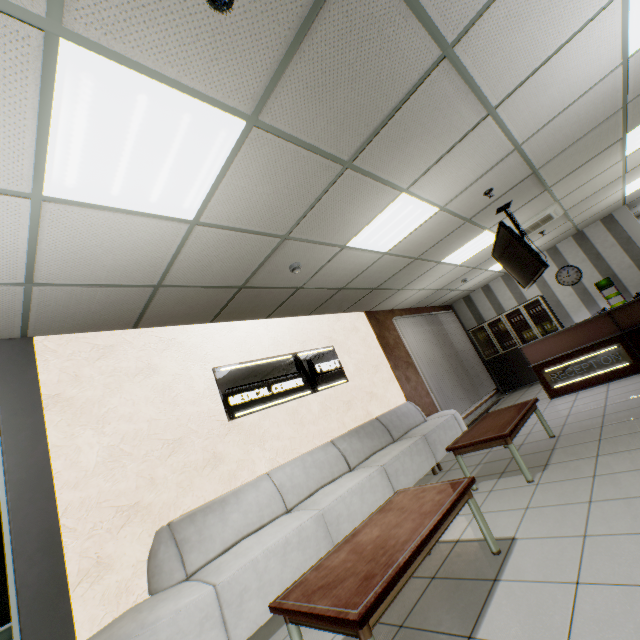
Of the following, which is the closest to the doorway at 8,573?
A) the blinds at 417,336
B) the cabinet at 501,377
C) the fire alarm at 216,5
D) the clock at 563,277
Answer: the fire alarm at 216,5

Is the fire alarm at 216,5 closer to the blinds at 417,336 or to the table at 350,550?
the table at 350,550

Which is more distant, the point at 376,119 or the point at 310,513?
the point at 310,513

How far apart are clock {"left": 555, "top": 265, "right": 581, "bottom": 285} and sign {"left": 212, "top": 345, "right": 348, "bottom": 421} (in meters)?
7.22

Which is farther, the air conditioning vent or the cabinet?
the cabinet

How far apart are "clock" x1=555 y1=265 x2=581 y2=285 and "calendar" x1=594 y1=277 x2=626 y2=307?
0.31m

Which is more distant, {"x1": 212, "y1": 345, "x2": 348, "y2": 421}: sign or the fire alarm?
{"x1": 212, "y1": 345, "x2": 348, "y2": 421}: sign

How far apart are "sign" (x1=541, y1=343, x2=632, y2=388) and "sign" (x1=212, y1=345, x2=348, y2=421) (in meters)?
4.13
